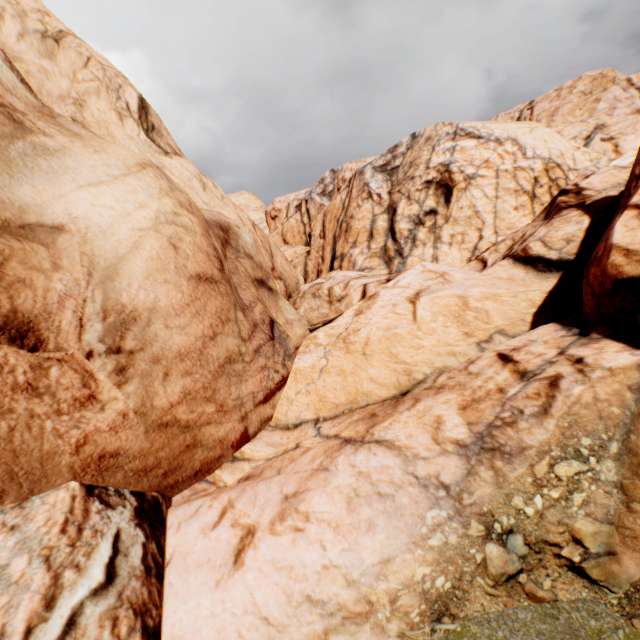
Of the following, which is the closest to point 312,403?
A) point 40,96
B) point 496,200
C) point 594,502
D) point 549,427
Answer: point 549,427
